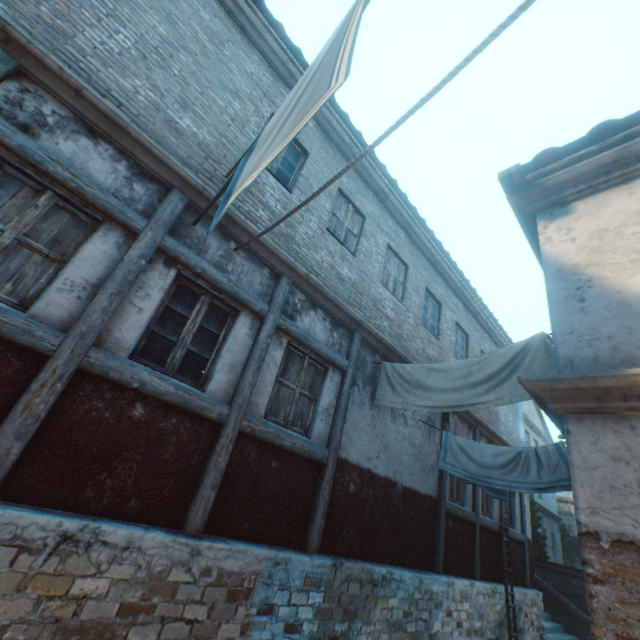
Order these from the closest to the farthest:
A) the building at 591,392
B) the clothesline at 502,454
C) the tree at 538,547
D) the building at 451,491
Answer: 1. the building at 591,392
2. the clothesline at 502,454
3. the building at 451,491
4. the tree at 538,547

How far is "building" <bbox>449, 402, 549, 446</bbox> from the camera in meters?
9.3

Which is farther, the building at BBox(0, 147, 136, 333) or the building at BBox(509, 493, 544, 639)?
the building at BBox(509, 493, 544, 639)

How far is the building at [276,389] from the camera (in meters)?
4.84

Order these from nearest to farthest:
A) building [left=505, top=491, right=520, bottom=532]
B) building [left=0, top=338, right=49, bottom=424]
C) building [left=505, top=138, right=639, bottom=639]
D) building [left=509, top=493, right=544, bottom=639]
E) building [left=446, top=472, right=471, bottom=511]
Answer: building [left=505, top=138, right=639, bottom=639] → building [left=0, top=338, right=49, bottom=424] → building [left=446, top=472, right=471, bottom=511] → building [left=509, top=493, right=544, bottom=639] → building [left=505, top=491, right=520, bottom=532]

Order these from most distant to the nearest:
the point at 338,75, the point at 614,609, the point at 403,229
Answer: the point at 403,229 → the point at 614,609 → the point at 338,75
